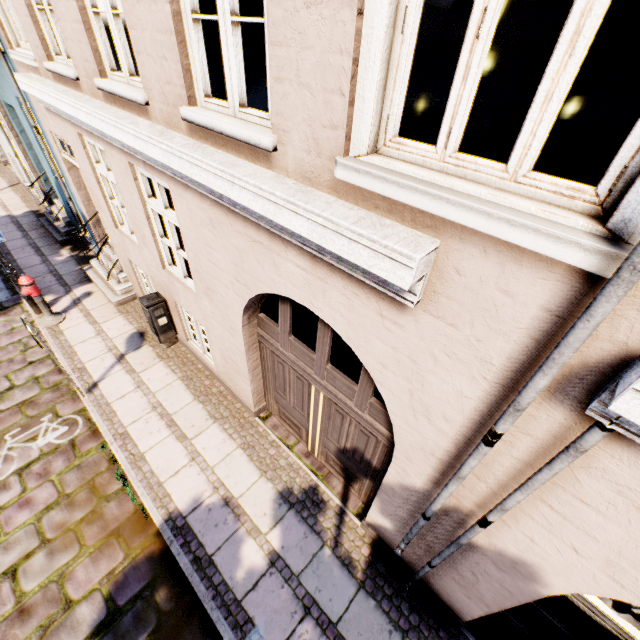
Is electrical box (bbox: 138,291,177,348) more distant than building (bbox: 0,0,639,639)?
A: Yes

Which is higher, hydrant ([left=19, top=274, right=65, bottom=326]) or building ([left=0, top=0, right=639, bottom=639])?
building ([left=0, top=0, right=639, bottom=639])

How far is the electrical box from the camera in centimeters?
619cm

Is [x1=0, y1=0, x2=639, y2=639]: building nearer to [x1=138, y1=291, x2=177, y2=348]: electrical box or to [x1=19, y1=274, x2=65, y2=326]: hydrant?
[x1=138, y1=291, x2=177, y2=348]: electrical box

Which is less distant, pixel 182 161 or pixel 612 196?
pixel 612 196

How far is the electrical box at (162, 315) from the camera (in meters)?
6.19

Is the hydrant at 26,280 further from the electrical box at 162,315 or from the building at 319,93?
the electrical box at 162,315

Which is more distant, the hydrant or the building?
the hydrant
